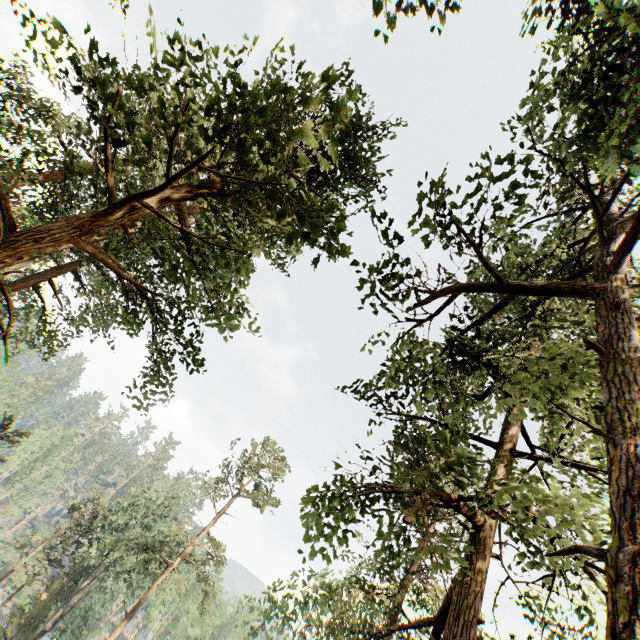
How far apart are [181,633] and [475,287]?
64.2 meters

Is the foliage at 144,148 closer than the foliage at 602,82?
Yes

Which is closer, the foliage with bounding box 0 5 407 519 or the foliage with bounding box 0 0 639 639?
the foliage with bounding box 0 5 407 519
